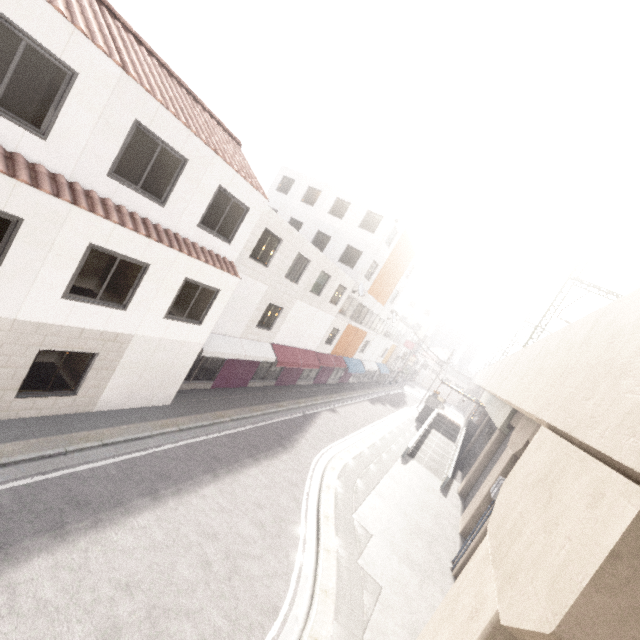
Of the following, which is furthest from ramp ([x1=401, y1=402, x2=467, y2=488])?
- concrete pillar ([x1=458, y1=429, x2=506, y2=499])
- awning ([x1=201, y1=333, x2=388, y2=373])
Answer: awning ([x1=201, y1=333, x2=388, y2=373])

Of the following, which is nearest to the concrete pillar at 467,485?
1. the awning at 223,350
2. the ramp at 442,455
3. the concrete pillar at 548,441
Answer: the concrete pillar at 548,441

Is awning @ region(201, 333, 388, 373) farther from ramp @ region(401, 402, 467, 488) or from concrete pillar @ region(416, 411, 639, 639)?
concrete pillar @ region(416, 411, 639, 639)

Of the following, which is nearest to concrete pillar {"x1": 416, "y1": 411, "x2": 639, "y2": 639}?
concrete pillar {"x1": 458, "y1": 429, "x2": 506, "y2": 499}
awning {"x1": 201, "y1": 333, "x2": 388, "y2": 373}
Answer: concrete pillar {"x1": 458, "y1": 429, "x2": 506, "y2": 499}

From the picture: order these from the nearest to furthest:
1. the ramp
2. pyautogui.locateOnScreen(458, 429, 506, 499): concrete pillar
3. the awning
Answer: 1. the awning
2. pyautogui.locateOnScreen(458, 429, 506, 499): concrete pillar
3. the ramp

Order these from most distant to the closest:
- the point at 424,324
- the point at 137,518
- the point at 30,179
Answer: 1. the point at 424,324
2. the point at 137,518
3. the point at 30,179

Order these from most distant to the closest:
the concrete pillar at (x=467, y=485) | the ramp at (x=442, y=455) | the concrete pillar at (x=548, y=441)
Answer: the ramp at (x=442, y=455) → the concrete pillar at (x=467, y=485) → the concrete pillar at (x=548, y=441)

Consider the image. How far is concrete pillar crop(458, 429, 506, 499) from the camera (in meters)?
21.34
